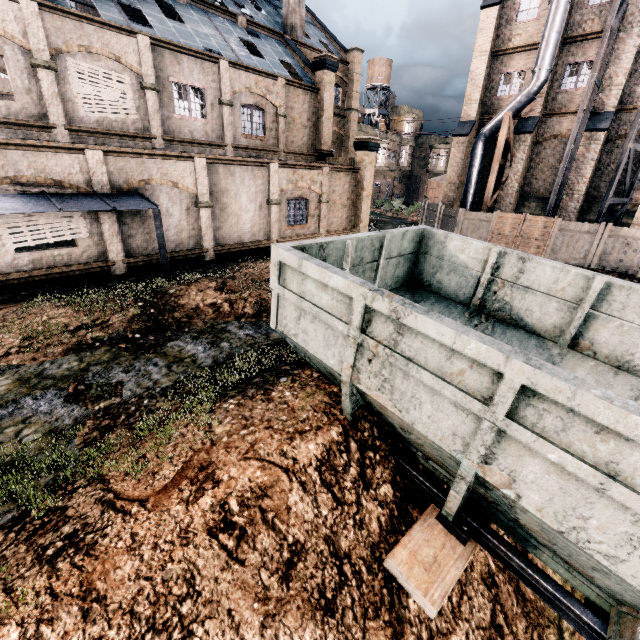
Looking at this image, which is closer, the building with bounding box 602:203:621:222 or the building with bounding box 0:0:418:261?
the building with bounding box 0:0:418:261

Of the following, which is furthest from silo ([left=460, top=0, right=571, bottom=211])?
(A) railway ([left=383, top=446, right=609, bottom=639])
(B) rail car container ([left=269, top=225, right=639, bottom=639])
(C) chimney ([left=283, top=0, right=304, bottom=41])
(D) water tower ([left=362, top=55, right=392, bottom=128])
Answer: (D) water tower ([left=362, top=55, right=392, bottom=128])

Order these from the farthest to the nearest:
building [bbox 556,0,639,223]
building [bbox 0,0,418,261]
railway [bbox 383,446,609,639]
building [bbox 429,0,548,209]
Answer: building [bbox 429,0,548,209] → building [bbox 556,0,639,223] → building [bbox 0,0,418,261] → railway [bbox 383,446,609,639]

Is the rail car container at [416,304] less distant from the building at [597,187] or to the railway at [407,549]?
the railway at [407,549]

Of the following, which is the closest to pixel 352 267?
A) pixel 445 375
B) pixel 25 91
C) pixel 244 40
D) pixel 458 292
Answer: pixel 458 292

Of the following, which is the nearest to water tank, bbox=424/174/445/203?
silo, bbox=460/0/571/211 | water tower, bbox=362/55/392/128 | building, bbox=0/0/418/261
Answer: building, bbox=0/0/418/261

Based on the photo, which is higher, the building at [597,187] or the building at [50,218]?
the building at [597,187]

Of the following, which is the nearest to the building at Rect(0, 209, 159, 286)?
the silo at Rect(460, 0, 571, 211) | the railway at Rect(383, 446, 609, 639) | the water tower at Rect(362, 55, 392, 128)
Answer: the silo at Rect(460, 0, 571, 211)
